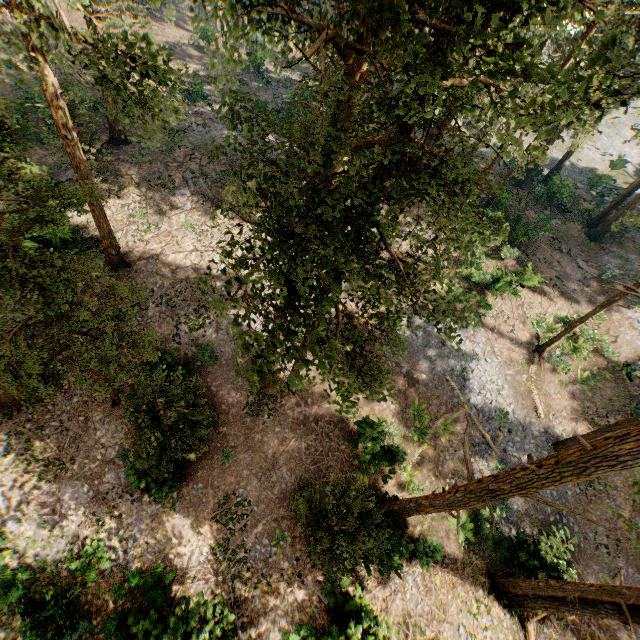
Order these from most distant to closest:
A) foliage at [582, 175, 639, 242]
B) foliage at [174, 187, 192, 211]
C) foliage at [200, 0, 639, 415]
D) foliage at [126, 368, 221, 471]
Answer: foliage at [174, 187, 192, 211] < foliage at [582, 175, 639, 242] < foliage at [126, 368, 221, 471] < foliage at [200, 0, 639, 415]

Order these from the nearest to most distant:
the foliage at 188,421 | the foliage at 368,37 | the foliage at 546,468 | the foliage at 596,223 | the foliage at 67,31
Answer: the foliage at 368,37
the foliage at 546,468
the foliage at 67,31
the foliage at 188,421
the foliage at 596,223

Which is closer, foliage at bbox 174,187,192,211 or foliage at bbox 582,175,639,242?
foliage at bbox 582,175,639,242

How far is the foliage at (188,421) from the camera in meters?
11.9 m

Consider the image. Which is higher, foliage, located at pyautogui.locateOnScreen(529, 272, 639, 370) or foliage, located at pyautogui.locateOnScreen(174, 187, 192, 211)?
foliage, located at pyautogui.locateOnScreen(174, 187, 192, 211)

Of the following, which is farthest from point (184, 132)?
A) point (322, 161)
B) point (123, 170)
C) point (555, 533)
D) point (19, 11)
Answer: point (555, 533)

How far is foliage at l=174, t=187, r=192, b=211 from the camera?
22.9 meters
